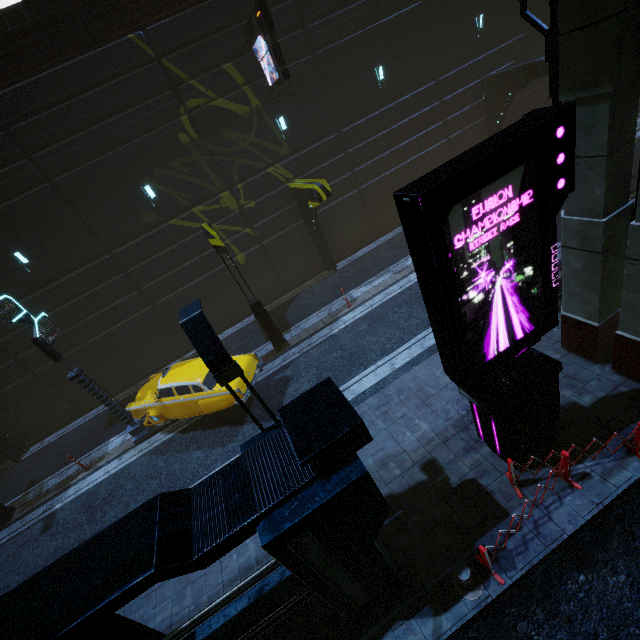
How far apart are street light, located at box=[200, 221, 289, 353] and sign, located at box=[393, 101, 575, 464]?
8.1 meters

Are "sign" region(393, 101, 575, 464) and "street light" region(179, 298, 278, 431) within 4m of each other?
yes

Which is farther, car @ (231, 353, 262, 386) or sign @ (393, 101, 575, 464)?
car @ (231, 353, 262, 386)

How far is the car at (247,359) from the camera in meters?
10.6 m

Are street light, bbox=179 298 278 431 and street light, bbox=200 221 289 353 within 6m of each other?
no

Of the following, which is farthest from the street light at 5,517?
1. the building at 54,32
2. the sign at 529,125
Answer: the sign at 529,125

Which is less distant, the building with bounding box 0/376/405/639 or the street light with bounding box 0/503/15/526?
the building with bounding box 0/376/405/639

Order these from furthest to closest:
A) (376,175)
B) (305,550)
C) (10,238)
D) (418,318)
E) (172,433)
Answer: (376,175), (10,238), (172,433), (418,318), (305,550)
